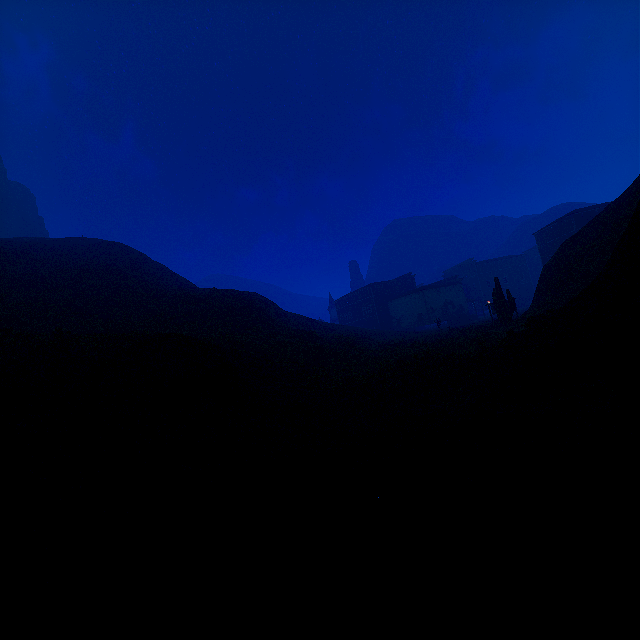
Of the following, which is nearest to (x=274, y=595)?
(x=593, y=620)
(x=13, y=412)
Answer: (x=593, y=620)

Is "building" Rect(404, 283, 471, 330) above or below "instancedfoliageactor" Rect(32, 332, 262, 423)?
above

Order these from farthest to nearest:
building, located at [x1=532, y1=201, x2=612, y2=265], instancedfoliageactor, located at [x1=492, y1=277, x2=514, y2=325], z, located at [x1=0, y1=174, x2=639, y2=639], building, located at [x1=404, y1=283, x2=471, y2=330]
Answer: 1. building, located at [x1=404, y1=283, x2=471, y2=330]
2. building, located at [x1=532, y1=201, x2=612, y2=265]
3. instancedfoliageactor, located at [x1=492, y1=277, x2=514, y2=325]
4. z, located at [x1=0, y1=174, x2=639, y2=639]

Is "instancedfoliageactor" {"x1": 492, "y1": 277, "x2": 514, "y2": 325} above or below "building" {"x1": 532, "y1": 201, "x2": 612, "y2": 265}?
below

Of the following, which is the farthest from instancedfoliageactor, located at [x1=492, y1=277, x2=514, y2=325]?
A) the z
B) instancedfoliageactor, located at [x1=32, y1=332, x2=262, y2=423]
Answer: instancedfoliageactor, located at [x1=32, y1=332, x2=262, y2=423]

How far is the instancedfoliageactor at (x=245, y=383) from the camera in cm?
770

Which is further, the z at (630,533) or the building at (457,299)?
the building at (457,299)

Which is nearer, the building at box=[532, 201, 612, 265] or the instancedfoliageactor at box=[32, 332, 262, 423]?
the instancedfoliageactor at box=[32, 332, 262, 423]
